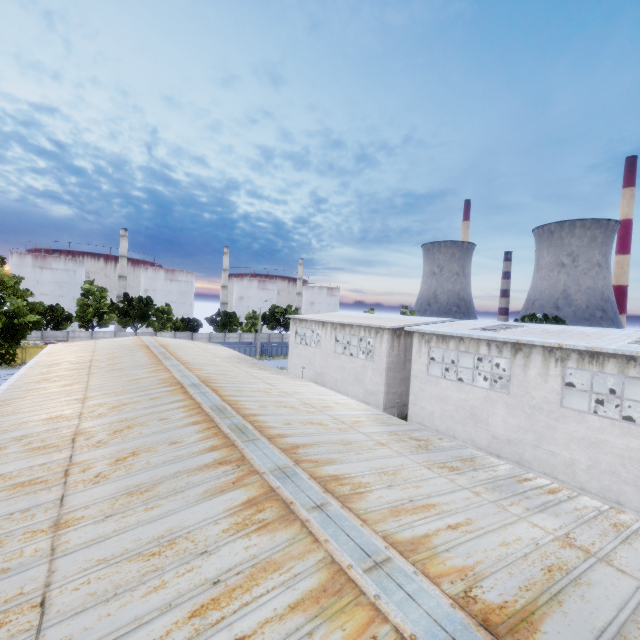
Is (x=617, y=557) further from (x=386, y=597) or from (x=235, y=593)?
(x=235, y=593)

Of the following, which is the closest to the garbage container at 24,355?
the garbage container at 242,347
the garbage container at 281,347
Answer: the garbage container at 242,347

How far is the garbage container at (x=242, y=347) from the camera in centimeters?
5386cm

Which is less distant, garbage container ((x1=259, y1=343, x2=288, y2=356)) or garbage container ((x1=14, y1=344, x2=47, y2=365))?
garbage container ((x1=14, y1=344, x2=47, y2=365))

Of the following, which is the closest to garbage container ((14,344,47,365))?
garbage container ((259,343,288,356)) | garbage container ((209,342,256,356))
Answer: garbage container ((209,342,256,356))

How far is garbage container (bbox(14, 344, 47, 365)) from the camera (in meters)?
38.75

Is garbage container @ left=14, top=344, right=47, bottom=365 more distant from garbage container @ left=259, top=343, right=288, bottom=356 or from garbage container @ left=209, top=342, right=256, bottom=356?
garbage container @ left=259, top=343, right=288, bottom=356

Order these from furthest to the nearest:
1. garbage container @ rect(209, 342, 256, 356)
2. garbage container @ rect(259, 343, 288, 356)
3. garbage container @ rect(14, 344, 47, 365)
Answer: garbage container @ rect(259, 343, 288, 356) < garbage container @ rect(209, 342, 256, 356) < garbage container @ rect(14, 344, 47, 365)
